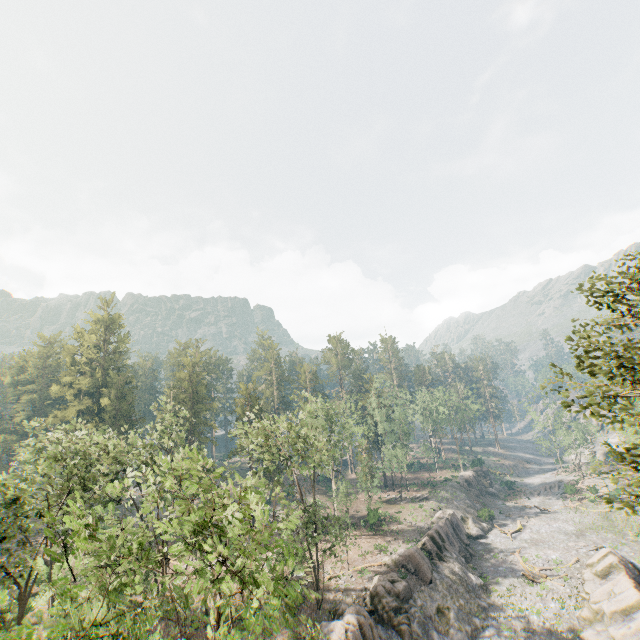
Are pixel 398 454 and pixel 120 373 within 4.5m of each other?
no

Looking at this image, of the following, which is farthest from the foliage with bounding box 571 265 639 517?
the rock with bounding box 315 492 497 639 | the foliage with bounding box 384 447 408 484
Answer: the foliage with bounding box 384 447 408 484

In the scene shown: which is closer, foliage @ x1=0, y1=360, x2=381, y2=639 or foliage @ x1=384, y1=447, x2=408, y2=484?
foliage @ x1=0, y1=360, x2=381, y2=639

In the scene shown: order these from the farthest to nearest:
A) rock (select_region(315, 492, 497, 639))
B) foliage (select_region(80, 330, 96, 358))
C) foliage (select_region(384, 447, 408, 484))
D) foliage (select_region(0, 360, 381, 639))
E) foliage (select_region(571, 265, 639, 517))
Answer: foliage (select_region(80, 330, 96, 358))
foliage (select_region(384, 447, 408, 484))
rock (select_region(315, 492, 497, 639))
foliage (select_region(571, 265, 639, 517))
foliage (select_region(0, 360, 381, 639))

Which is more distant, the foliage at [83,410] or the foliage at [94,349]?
the foliage at [94,349]

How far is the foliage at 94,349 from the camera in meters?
58.2 m

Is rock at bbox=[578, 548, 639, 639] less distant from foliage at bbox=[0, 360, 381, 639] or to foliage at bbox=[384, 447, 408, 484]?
foliage at bbox=[0, 360, 381, 639]
